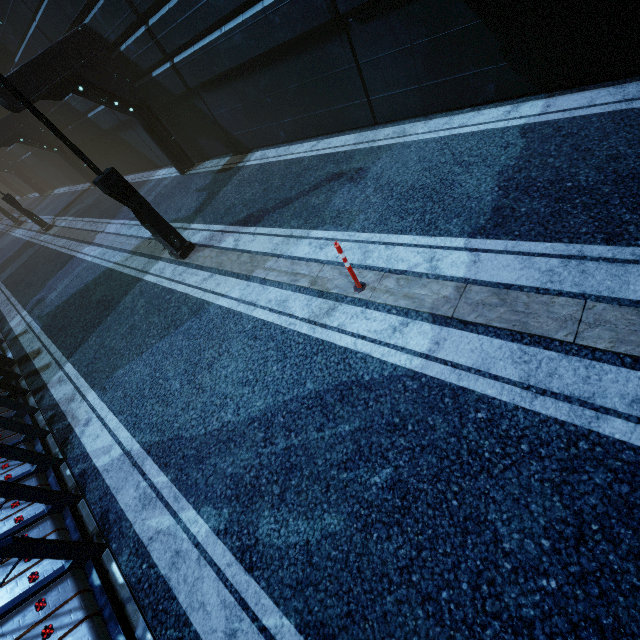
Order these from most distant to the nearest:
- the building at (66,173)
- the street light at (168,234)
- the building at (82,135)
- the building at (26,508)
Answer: the building at (66,173) < the street light at (168,234) < the building at (82,135) < the building at (26,508)

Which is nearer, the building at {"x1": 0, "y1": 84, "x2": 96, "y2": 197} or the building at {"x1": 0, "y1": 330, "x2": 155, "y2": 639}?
the building at {"x1": 0, "y1": 330, "x2": 155, "y2": 639}

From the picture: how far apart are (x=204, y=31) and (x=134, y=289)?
7.0 meters

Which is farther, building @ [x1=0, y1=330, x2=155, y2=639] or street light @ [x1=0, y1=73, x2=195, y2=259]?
street light @ [x1=0, y1=73, x2=195, y2=259]

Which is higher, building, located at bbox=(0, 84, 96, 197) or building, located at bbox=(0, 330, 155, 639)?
building, located at bbox=(0, 84, 96, 197)

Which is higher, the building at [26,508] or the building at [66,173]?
the building at [66,173]

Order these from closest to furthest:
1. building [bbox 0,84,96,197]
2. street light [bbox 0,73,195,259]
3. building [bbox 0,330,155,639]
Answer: building [bbox 0,330,155,639]
street light [bbox 0,73,195,259]
building [bbox 0,84,96,197]
